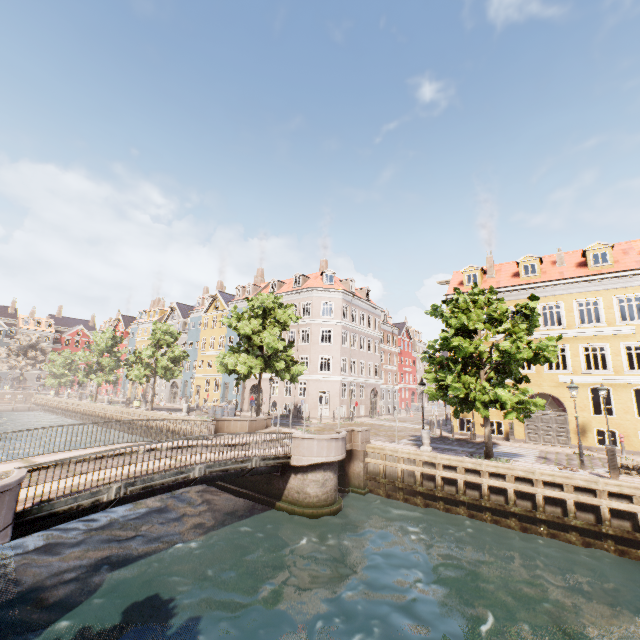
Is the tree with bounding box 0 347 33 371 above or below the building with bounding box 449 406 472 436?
above

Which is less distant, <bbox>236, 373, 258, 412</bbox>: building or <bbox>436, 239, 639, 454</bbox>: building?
<bbox>436, 239, 639, 454</bbox>: building

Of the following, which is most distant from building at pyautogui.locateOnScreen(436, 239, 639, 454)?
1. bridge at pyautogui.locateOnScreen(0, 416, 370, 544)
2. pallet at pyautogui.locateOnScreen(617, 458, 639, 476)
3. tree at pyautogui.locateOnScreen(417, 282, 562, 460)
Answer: pallet at pyautogui.locateOnScreen(617, 458, 639, 476)

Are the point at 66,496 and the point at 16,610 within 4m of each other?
yes

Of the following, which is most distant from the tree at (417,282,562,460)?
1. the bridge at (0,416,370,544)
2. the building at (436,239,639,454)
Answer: the building at (436,239,639,454)

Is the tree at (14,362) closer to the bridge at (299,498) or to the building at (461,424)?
the bridge at (299,498)

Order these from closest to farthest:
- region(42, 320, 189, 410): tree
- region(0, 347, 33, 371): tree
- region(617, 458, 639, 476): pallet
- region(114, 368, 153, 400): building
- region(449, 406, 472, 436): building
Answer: region(617, 458, 639, 476): pallet, region(449, 406, 472, 436): building, region(42, 320, 189, 410): tree, region(114, 368, 153, 400): building, region(0, 347, 33, 371): tree

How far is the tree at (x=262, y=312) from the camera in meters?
22.8
